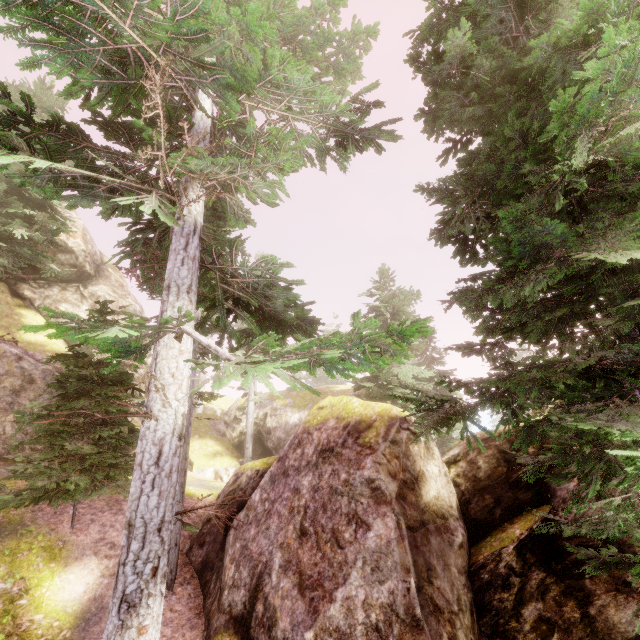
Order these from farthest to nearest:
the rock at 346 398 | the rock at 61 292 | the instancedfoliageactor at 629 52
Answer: the rock at 61 292 → the rock at 346 398 → the instancedfoliageactor at 629 52

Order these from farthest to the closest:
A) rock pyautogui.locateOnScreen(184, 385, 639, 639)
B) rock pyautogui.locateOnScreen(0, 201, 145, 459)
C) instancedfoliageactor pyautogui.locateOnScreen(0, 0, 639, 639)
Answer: rock pyautogui.locateOnScreen(0, 201, 145, 459) < rock pyautogui.locateOnScreen(184, 385, 639, 639) < instancedfoliageactor pyautogui.locateOnScreen(0, 0, 639, 639)

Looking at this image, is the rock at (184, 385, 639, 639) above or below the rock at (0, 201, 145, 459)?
below

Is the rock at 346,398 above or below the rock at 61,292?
below

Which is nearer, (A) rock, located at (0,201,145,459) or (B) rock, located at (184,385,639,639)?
(B) rock, located at (184,385,639,639)

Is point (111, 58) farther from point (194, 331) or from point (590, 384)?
point (590, 384)

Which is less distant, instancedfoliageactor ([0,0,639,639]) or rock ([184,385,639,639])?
instancedfoliageactor ([0,0,639,639])
